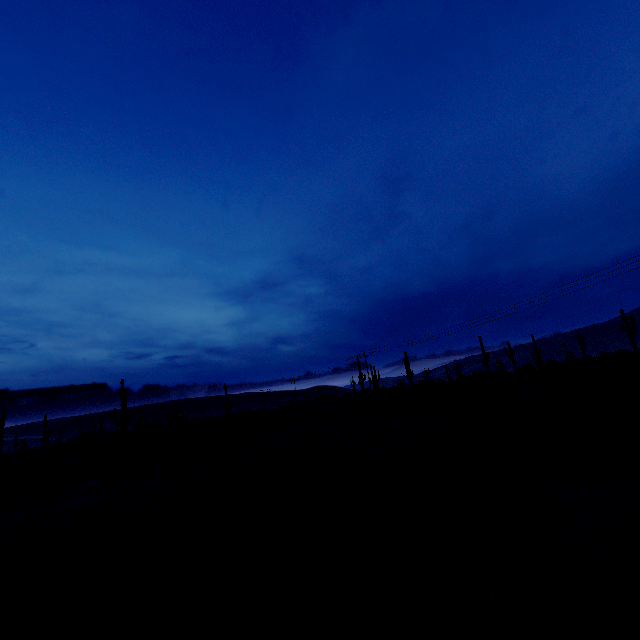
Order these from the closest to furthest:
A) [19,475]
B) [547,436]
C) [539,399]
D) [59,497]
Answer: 1. [547,436]
2. [59,497]
3. [19,475]
4. [539,399]
